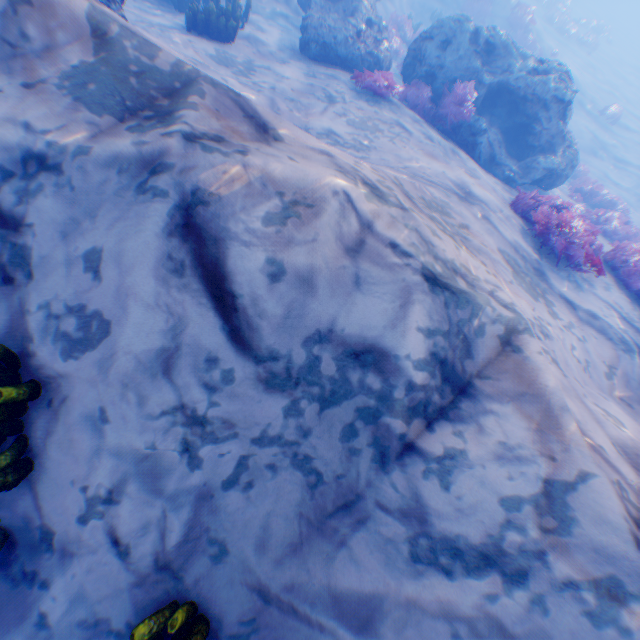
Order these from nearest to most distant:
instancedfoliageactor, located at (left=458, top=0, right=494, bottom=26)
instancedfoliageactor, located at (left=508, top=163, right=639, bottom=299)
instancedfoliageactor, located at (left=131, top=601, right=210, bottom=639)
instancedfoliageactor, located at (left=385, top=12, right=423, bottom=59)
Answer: instancedfoliageactor, located at (left=131, top=601, right=210, bottom=639) → instancedfoliageactor, located at (left=508, top=163, right=639, bottom=299) → instancedfoliageactor, located at (left=385, top=12, right=423, bottom=59) → instancedfoliageactor, located at (left=458, top=0, right=494, bottom=26)

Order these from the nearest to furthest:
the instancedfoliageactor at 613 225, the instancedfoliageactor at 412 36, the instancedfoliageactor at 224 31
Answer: the instancedfoliageactor at 613 225 < the instancedfoliageactor at 224 31 < the instancedfoliageactor at 412 36

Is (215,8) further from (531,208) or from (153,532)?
(153,532)

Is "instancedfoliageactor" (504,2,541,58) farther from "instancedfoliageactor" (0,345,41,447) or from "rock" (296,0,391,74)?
"instancedfoliageactor" (0,345,41,447)

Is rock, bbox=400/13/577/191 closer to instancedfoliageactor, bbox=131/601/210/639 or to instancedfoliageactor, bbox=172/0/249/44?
instancedfoliageactor, bbox=172/0/249/44

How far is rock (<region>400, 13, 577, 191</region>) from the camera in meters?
8.6

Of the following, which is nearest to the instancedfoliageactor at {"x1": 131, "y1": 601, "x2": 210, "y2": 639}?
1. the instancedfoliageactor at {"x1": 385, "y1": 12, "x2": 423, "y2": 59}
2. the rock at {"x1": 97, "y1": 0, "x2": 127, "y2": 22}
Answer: the rock at {"x1": 97, "y1": 0, "x2": 127, "y2": 22}

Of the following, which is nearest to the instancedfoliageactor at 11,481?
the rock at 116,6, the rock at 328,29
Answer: the rock at 116,6
